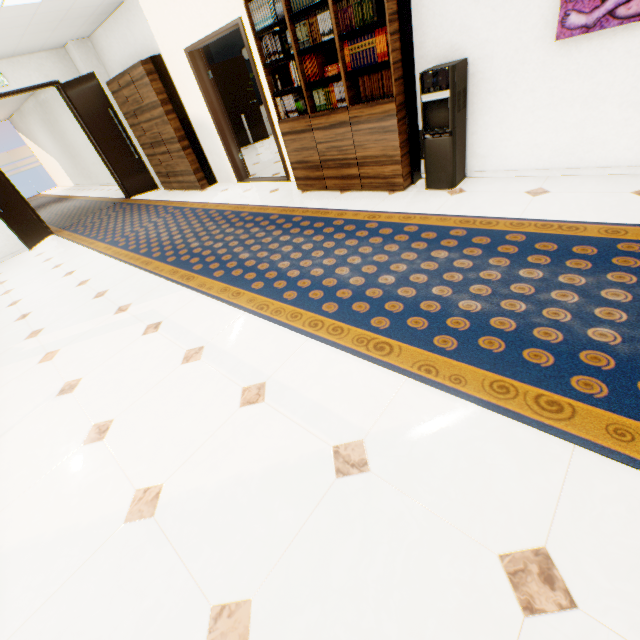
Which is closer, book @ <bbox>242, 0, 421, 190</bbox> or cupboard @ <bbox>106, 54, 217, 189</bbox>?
book @ <bbox>242, 0, 421, 190</bbox>

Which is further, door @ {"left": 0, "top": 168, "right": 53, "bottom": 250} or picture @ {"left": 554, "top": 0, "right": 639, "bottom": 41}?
door @ {"left": 0, "top": 168, "right": 53, "bottom": 250}

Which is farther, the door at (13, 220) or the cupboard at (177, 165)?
the door at (13, 220)

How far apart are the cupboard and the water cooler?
4.8m

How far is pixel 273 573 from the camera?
1.2 meters

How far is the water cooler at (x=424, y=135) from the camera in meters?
3.0 m

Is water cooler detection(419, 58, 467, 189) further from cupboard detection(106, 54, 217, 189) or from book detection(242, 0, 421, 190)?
cupboard detection(106, 54, 217, 189)
